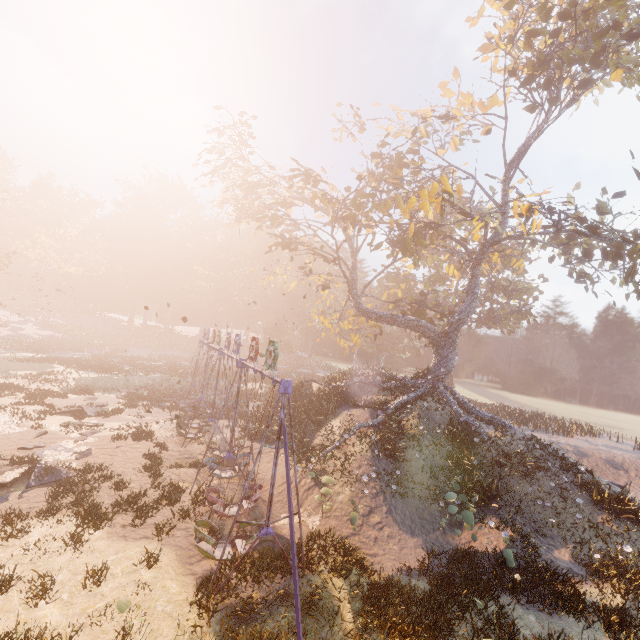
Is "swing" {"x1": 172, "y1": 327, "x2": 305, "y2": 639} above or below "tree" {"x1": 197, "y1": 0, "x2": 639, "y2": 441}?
below

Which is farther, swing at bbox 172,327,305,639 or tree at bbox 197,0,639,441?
tree at bbox 197,0,639,441

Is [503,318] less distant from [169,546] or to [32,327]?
[169,546]

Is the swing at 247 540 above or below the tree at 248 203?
below

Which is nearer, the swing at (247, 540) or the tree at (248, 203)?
the swing at (247, 540)
